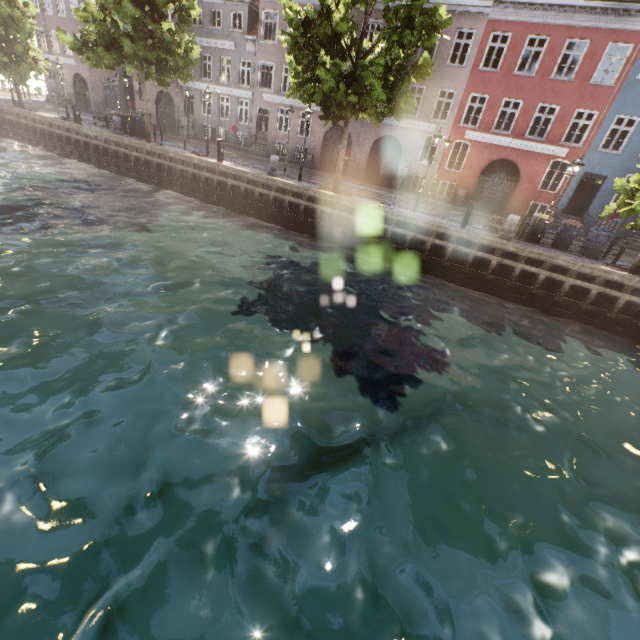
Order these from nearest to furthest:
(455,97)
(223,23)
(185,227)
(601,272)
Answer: (601,272) → (185,227) → (455,97) → (223,23)

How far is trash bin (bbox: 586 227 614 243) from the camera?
14.39m

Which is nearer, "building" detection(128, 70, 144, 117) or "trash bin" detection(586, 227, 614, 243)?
"trash bin" detection(586, 227, 614, 243)

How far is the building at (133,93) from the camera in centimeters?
3067cm

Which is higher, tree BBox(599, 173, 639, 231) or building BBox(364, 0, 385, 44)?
building BBox(364, 0, 385, 44)

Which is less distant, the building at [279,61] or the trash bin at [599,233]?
the trash bin at [599,233]

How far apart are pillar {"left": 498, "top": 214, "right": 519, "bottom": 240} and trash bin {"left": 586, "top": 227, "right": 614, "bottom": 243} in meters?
3.5

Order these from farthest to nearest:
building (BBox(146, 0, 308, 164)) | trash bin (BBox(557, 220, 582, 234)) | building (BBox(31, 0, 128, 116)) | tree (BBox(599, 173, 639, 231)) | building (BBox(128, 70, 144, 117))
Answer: building (BBox(31, 0, 128, 116)) < building (BBox(128, 70, 144, 117)) < building (BBox(146, 0, 308, 164)) < trash bin (BBox(557, 220, 582, 234)) < tree (BBox(599, 173, 639, 231))
